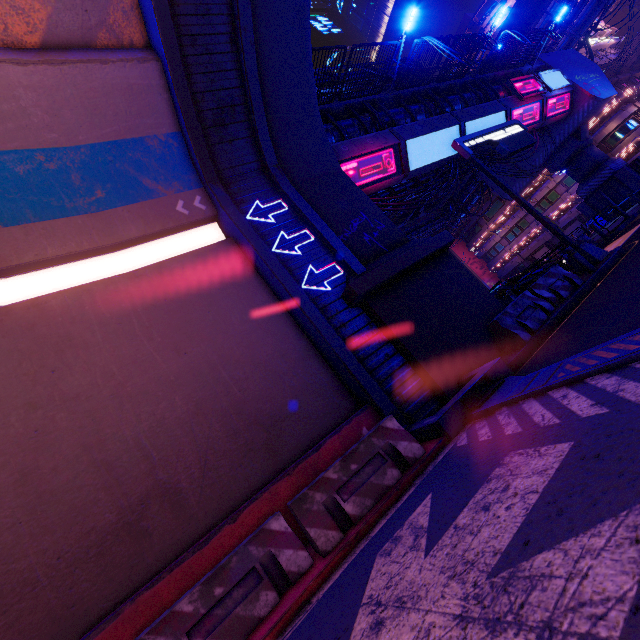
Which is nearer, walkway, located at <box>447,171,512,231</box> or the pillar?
the pillar

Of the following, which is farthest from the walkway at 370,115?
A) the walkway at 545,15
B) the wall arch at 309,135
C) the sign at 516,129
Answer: the walkway at 545,15

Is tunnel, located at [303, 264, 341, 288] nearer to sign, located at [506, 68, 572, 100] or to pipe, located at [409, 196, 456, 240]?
pipe, located at [409, 196, 456, 240]

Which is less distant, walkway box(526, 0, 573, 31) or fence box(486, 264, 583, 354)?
fence box(486, 264, 583, 354)

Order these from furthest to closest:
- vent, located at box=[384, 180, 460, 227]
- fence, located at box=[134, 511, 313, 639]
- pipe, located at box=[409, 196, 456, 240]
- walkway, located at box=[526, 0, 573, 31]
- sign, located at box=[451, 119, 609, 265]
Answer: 1. pipe, located at box=[409, 196, 456, 240]
2. walkway, located at box=[526, 0, 573, 31]
3. vent, located at box=[384, 180, 460, 227]
4. sign, located at box=[451, 119, 609, 265]
5. fence, located at box=[134, 511, 313, 639]

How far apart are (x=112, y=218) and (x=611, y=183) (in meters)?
34.11

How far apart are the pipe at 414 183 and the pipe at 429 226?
7.12m

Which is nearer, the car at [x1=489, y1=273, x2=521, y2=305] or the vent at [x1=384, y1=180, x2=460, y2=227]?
the car at [x1=489, y1=273, x2=521, y2=305]
